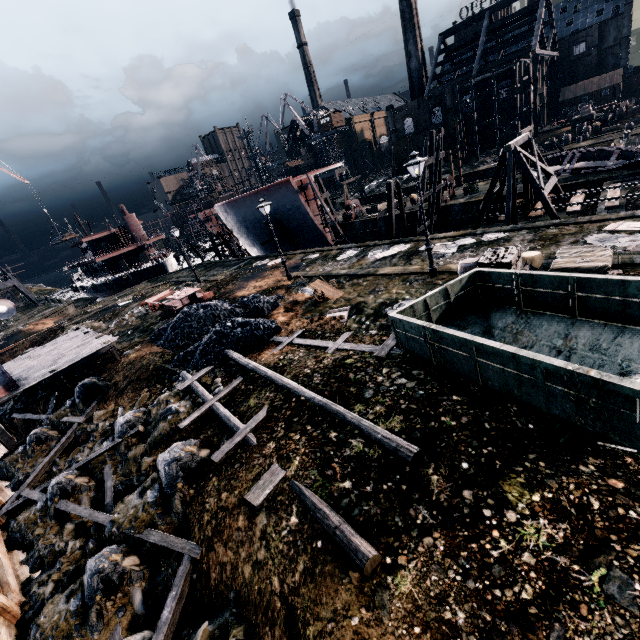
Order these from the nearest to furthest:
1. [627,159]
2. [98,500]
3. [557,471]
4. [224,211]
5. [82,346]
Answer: [557,471], [98,500], [82,346], [627,159], [224,211]

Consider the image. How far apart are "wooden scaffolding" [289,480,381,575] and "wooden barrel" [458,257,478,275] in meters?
10.3 m

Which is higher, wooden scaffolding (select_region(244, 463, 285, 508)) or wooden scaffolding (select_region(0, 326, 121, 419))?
wooden scaffolding (select_region(0, 326, 121, 419))

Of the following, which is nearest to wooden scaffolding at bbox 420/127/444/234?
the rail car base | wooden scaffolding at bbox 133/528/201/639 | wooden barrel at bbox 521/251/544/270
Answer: wooden barrel at bbox 521/251/544/270

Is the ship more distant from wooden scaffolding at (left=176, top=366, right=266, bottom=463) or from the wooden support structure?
the wooden support structure

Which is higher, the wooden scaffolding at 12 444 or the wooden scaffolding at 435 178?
the wooden scaffolding at 435 178

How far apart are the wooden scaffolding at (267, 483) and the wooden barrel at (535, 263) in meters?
11.3

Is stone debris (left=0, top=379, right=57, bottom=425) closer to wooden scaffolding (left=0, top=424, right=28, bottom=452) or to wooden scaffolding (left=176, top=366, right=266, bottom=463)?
wooden scaffolding (left=0, top=424, right=28, bottom=452)
